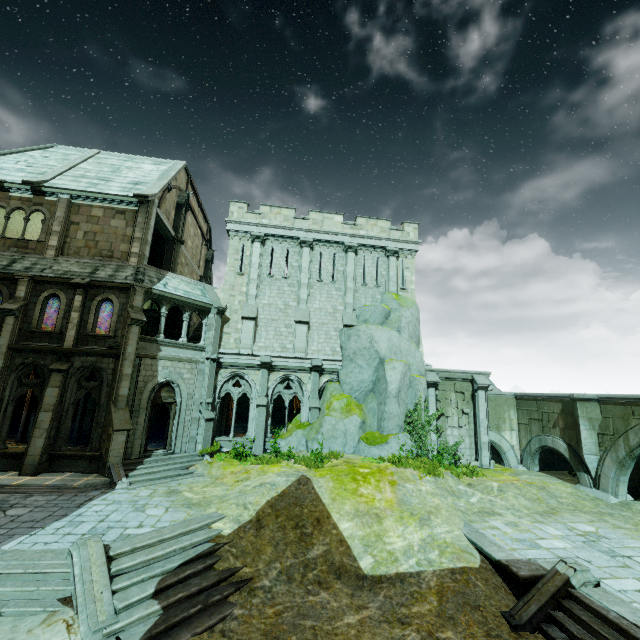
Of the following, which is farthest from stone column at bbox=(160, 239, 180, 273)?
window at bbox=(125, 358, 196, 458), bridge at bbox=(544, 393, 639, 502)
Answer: bridge at bbox=(544, 393, 639, 502)

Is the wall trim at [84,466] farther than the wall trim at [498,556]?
Yes

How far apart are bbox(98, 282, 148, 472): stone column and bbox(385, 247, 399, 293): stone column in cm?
1476

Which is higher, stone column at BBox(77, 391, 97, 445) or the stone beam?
the stone beam

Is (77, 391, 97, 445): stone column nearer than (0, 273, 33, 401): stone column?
No

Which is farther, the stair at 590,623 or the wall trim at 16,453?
the wall trim at 16,453

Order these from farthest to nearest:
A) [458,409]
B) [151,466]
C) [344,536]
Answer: [458,409] < [151,466] < [344,536]

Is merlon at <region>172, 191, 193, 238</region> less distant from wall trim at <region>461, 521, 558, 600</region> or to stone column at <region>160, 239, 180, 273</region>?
stone column at <region>160, 239, 180, 273</region>
